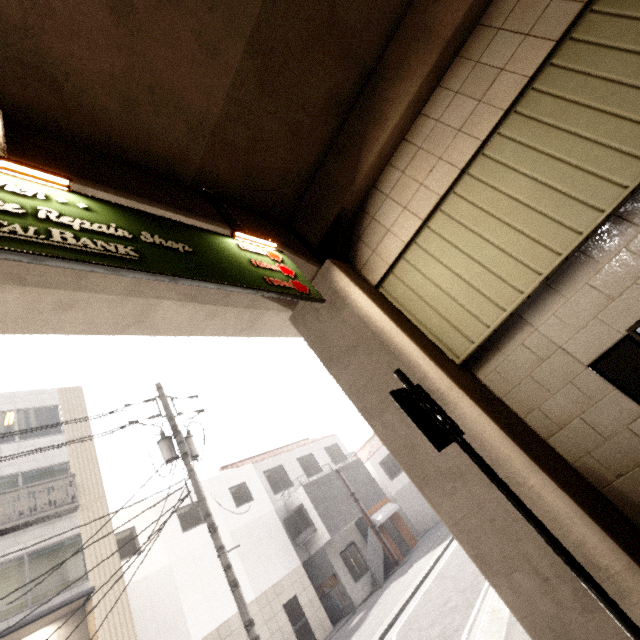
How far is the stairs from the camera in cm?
1661

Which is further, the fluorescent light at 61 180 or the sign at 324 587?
the sign at 324 587

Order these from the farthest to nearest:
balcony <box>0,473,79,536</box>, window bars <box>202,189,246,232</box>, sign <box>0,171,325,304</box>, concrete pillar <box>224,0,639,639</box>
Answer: balcony <box>0,473,79,536</box> → window bars <box>202,189,246,232</box> → concrete pillar <box>224,0,639,639</box> → sign <box>0,171,325,304</box>

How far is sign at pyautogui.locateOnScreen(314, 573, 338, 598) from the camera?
16.6m

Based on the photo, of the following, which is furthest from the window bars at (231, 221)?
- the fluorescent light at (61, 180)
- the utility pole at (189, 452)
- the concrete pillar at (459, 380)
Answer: the utility pole at (189, 452)

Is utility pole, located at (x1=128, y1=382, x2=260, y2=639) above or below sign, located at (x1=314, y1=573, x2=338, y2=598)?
above

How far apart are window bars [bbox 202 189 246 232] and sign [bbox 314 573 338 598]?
18.66m

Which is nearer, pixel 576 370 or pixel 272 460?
pixel 576 370
